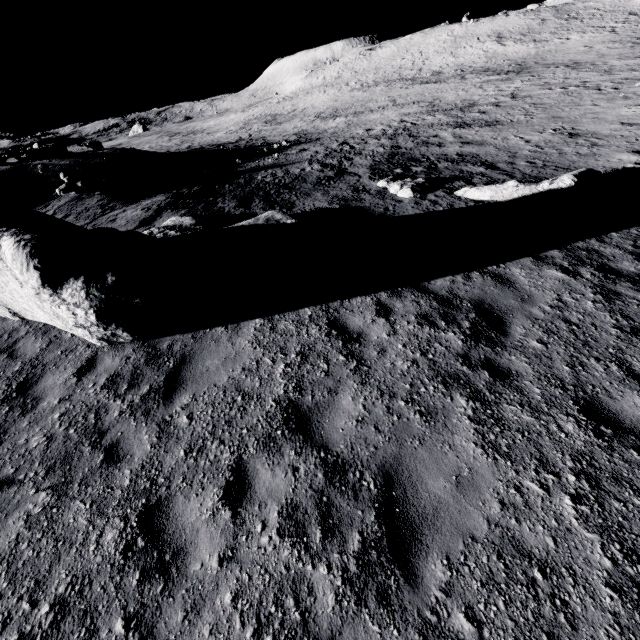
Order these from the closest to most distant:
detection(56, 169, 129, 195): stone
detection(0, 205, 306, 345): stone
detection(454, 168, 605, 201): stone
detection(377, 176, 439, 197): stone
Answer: detection(0, 205, 306, 345): stone < detection(454, 168, 605, 201): stone < detection(377, 176, 439, 197): stone < detection(56, 169, 129, 195): stone

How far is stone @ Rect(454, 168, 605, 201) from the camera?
9.8m

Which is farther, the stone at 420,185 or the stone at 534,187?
the stone at 420,185

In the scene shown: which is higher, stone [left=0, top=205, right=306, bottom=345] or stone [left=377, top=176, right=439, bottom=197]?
stone [left=0, top=205, right=306, bottom=345]

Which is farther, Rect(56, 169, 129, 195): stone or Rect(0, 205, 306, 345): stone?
Rect(56, 169, 129, 195): stone

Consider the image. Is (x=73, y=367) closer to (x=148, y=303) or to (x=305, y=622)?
(x=148, y=303)

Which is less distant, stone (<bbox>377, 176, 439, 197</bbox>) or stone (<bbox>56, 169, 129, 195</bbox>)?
stone (<bbox>377, 176, 439, 197</bbox>)

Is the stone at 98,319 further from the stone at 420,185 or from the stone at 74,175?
the stone at 74,175
